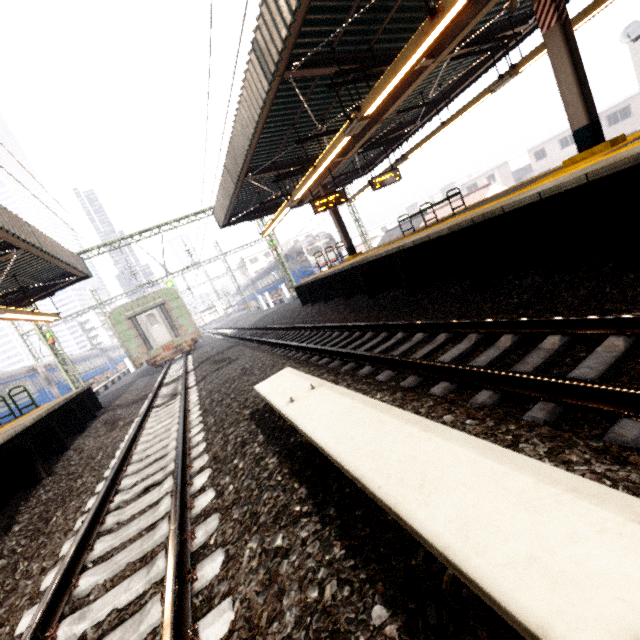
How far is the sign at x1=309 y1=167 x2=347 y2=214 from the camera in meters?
12.0

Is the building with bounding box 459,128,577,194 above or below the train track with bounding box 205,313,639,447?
above

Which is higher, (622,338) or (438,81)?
(438,81)

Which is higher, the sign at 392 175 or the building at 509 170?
the sign at 392 175

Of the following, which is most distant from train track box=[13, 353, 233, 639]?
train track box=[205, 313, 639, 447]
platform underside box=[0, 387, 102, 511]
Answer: train track box=[205, 313, 639, 447]

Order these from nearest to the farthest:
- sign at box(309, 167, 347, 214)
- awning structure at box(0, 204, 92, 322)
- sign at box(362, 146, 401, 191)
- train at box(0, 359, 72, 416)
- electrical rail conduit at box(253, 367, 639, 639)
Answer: electrical rail conduit at box(253, 367, 639, 639) < awning structure at box(0, 204, 92, 322) < sign at box(309, 167, 347, 214) < sign at box(362, 146, 401, 191) < train at box(0, 359, 72, 416)

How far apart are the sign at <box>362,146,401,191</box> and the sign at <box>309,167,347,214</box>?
1.3m

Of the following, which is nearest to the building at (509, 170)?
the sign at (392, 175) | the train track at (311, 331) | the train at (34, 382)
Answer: the sign at (392, 175)
